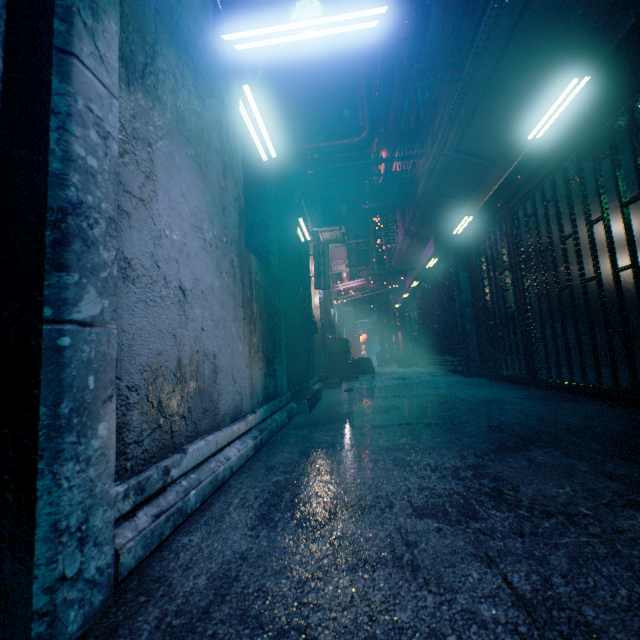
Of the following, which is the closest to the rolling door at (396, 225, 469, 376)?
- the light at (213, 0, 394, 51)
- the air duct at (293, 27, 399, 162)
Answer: the air duct at (293, 27, 399, 162)

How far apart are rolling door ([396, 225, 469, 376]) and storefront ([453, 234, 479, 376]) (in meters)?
0.01

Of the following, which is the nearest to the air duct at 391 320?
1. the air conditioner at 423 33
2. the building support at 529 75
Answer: the building support at 529 75

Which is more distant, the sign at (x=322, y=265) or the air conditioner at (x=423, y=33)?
the sign at (x=322, y=265)

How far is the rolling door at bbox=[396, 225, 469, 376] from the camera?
6.2m

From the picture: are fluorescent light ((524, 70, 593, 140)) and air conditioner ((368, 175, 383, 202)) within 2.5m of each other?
no

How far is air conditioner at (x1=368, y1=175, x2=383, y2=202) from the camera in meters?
9.8

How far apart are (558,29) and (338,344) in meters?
5.7
